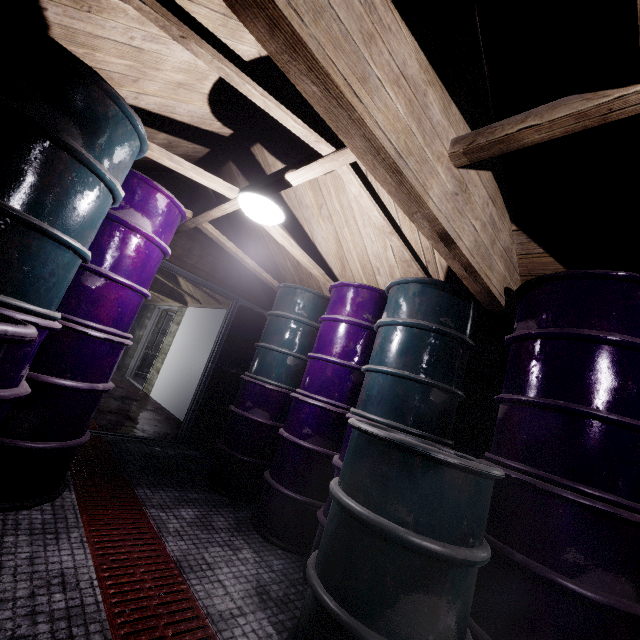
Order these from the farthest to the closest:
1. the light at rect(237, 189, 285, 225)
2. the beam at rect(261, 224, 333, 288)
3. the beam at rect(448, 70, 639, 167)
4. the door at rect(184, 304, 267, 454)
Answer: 1. the door at rect(184, 304, 267, 454)
2. the beam at rect(261, 224, 333, 288)
3. the light at rect(237, 189, 285, 225)
4. the beam at rect(448, 70, 639, 167)

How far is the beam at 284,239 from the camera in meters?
2.7

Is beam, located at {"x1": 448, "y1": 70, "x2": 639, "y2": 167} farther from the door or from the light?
the door

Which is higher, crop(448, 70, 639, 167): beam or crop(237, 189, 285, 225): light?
crop(448, 70, 639, 167): beam

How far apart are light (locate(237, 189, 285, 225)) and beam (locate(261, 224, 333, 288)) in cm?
13

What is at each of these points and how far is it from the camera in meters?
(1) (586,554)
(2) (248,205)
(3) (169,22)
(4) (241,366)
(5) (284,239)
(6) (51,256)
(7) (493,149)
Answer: (1) barrel, 1.3 m
(2) light, 2.1 m
(3) beam, 1.1 m
(4) door, 4.2 m
(5) beam, 2.8 m
(6) barrel, 1.4 m
(7) beam, 1.4 m

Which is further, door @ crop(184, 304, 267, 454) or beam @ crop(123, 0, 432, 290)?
door @ crop(184, 304, 267, 454)

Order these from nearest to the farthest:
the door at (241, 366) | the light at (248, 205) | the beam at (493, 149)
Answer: the beam at (493, 149), the light at (248, 205), the door at (241, 366)
